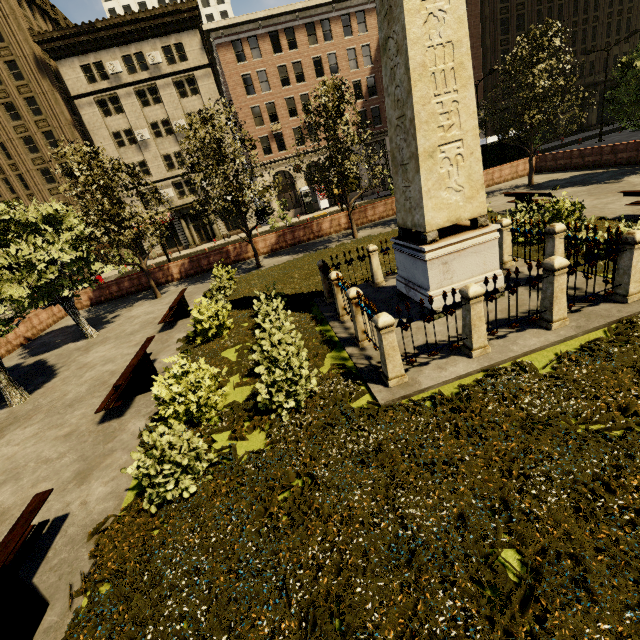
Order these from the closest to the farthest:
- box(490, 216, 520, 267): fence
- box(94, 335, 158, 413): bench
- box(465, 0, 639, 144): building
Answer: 1. box(94, 335, 158, 413): bench
2. box(490, 216, 520, 267): fence
3. box(465, 0, 639, 144): building

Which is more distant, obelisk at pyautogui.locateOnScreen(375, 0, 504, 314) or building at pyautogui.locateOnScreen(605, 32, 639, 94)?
building at pyautogui.locateOnScreen(605, 32, 639, 94)

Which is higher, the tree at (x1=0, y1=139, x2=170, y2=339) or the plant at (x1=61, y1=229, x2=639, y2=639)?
the tree at (x1=0, y1=139, x2=170, y2=339)

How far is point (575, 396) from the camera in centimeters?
471cm

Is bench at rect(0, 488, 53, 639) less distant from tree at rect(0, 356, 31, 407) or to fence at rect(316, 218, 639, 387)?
tree at rect(0, 356, 31, 407)

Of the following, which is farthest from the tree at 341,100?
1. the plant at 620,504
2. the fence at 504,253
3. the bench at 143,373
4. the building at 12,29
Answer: the building at 12,29

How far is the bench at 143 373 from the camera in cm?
731

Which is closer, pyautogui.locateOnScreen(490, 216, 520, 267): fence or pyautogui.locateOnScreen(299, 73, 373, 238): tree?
pyautogui.locateOnScreen(490, 216, 520, 267): fence
